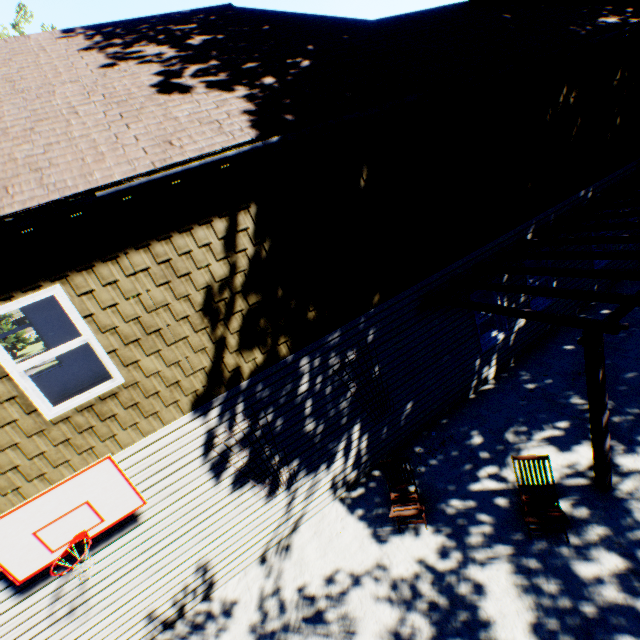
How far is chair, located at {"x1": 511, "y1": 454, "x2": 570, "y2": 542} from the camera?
4.77m

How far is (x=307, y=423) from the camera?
6.3 meters

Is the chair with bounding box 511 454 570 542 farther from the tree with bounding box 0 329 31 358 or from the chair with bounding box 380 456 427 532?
the tree with bounding box 0 329 31 358

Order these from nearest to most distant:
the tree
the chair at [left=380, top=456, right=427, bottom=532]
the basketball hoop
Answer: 1. the basketball hoop
2. the chair at [left=380, top=456, right=427, bottom=532]
3. the tree

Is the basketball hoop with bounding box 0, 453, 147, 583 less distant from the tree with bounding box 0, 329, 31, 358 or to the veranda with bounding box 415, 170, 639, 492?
the veranda with bounding box 415, 170, 639, 492

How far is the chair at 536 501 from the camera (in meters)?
4.77

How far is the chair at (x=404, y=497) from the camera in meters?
5.6 m

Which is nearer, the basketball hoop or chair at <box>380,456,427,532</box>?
the basketball hoop
